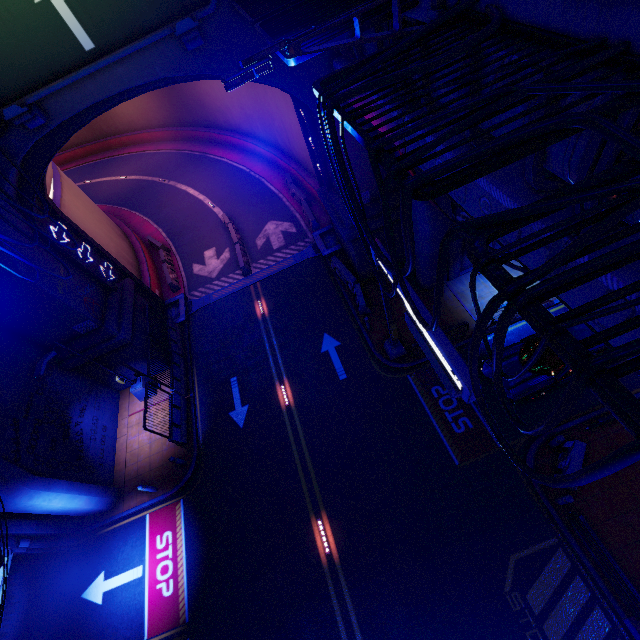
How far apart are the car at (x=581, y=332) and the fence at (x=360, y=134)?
11.6 meters

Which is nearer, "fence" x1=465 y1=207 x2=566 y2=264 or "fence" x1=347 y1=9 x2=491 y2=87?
"fence" x1=465 y1=207 x2=566 y2=264

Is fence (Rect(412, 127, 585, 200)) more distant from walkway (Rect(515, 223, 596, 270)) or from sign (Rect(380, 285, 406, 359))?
sign (Rect(380, 285, 406, 359))

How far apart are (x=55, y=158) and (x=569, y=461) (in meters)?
61.74

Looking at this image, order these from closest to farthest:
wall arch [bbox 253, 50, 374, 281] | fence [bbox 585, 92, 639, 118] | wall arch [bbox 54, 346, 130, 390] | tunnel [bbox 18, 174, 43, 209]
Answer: fence [bbox 585, 92, 639, 118] → wall arch [bbox 253, 50, 374, 281] → tunnel [bbox 18, 174, 43, 209] → wall arch [bbox 54, 346, 130, 390]

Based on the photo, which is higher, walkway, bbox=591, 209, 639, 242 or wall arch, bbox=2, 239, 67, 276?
walkway, bbox=591, 209, 639, 242

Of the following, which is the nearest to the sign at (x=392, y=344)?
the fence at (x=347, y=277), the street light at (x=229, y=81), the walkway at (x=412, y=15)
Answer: the walkway at (x=412, y=15)

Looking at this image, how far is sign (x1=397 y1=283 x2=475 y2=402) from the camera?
7.0 meters
